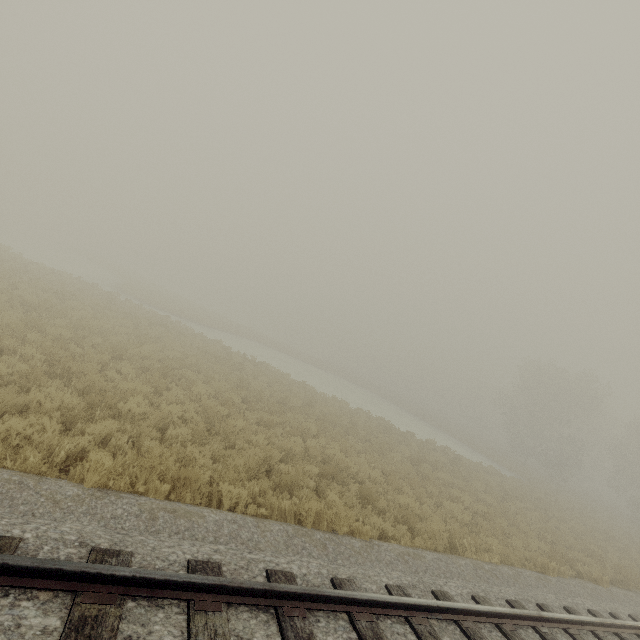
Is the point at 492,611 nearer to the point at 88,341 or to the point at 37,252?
the point at 88,341
